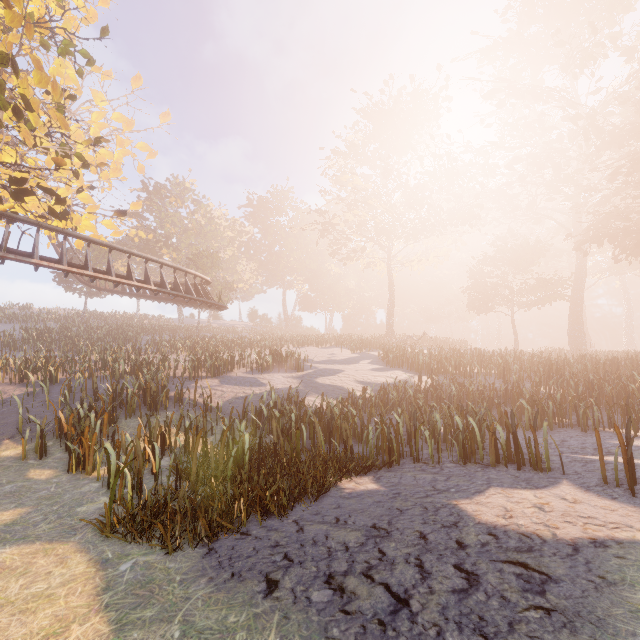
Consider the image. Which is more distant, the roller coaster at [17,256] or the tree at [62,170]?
the roller coaster at [17,256]

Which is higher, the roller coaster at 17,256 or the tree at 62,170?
the tree at 62,170

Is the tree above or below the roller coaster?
above

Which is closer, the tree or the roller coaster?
the tree

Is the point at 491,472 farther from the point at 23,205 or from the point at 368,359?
the point at 23,205
